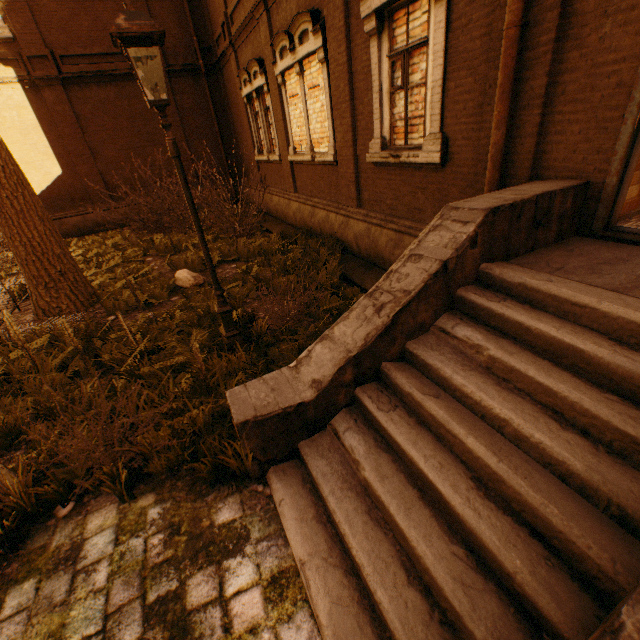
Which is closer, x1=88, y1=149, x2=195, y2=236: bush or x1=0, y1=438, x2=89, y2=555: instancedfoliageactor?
x1=0, y1=438, x2=89, y2=555: instancedfoliageactor

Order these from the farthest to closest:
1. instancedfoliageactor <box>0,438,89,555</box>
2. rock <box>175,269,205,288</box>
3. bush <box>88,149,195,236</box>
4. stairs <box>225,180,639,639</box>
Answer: bush <box>88,149,195,236</box>
rock <box>175,269,205,288</box>
instancedfoliageactor <box>0,438,89,555</box>
stairs <box>225,180,639,639</box>

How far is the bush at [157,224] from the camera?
10.4 meters

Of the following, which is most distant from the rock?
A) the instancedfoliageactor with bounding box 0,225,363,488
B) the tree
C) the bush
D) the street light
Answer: the bush

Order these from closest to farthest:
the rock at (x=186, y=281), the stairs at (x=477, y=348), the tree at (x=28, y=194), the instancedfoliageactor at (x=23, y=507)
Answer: the stairs at (x=477, y=348)
the instancedfoliageactor at (x=23, y=507)
the tree at (x=28, y=194)
the rock at (x=186, y=281)

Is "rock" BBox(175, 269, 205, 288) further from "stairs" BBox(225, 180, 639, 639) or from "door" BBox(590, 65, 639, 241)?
"door" BBox(590, 65, 639, 241)

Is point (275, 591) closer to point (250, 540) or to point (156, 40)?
point (250, 540)

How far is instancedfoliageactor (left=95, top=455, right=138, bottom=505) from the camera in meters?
2.9
